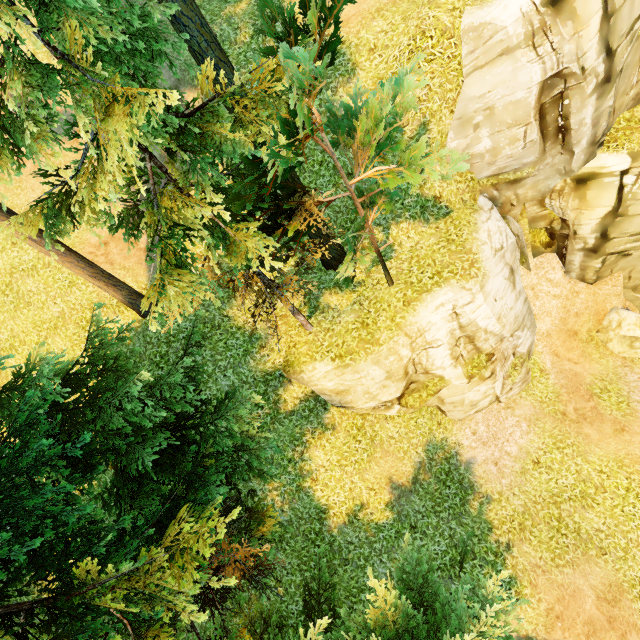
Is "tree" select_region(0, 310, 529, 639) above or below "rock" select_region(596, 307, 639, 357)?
above

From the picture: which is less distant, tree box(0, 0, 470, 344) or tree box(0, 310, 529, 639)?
tree box(0, 0, 470, 344)

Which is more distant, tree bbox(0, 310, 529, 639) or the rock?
the rock

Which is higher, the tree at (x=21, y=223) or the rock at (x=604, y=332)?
the tree at (x=21, y=223)

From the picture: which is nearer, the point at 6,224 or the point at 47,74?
the point at 47,74

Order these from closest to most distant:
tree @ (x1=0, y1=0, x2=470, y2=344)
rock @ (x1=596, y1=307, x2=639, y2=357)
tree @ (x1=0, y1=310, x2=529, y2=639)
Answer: tree @ (x1=0, y1=0, x2=470, y2=344) < tree @ (x1=0, y1=310, x2=529, y2=639) < rock @ (x1=596, y1=307, x2=639, y2=357)

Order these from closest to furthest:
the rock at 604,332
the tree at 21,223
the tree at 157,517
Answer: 1. the tree at 21,223
2. the tree at 157,517
3. the rock at 604,332
